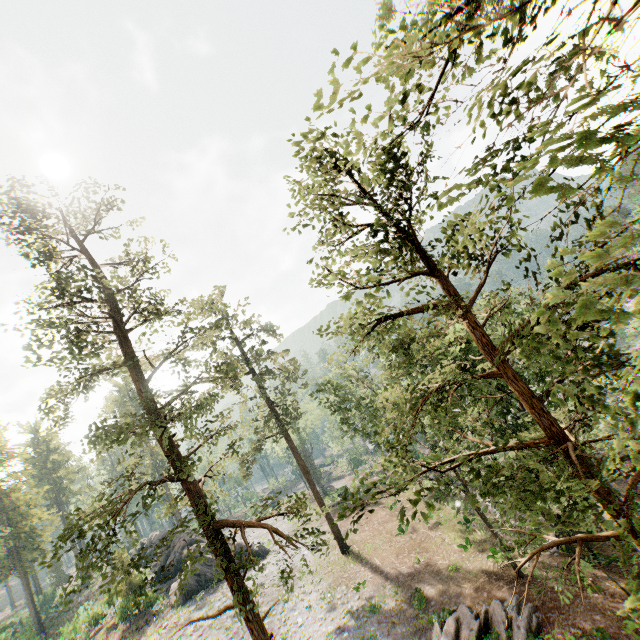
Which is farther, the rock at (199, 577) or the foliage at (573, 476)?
the rock at (199, 577)

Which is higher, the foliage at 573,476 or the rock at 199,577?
the foliage at 573,476

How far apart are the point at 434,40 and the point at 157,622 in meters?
43.6

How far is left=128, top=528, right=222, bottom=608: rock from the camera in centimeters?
3194cm

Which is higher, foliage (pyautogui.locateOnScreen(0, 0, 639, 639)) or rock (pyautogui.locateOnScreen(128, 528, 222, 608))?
foliage (pyautogui.locateOnScreen(0, 0, 639, 639))

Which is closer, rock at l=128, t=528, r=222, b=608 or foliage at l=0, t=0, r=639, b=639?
foliage at l=0, t=0, r=639, b=639
